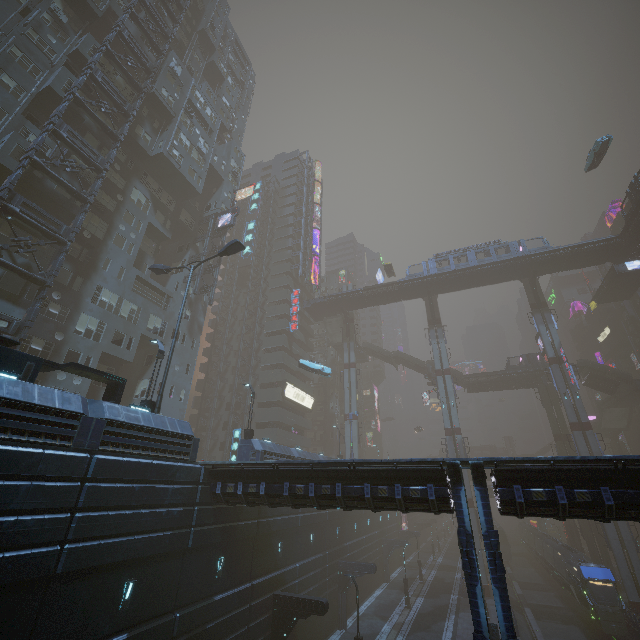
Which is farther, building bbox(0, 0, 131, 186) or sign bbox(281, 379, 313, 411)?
sign bbox(281, 379, 313, 411)

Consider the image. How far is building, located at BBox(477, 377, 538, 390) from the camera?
57.1 meters

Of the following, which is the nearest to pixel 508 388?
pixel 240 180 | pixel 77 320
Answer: pixel 240 180

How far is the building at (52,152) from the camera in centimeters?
2416cm

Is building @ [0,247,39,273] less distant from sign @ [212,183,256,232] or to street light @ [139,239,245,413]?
sign @ [212,183,256,232]

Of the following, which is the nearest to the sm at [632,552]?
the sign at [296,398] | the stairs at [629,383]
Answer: the stairs at [629,383]

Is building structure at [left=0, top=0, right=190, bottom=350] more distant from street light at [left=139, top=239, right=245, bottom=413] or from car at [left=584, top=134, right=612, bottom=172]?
car at [left=584, top=134, right=612, bottom=172]

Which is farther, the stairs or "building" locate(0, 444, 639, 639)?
the stairs
